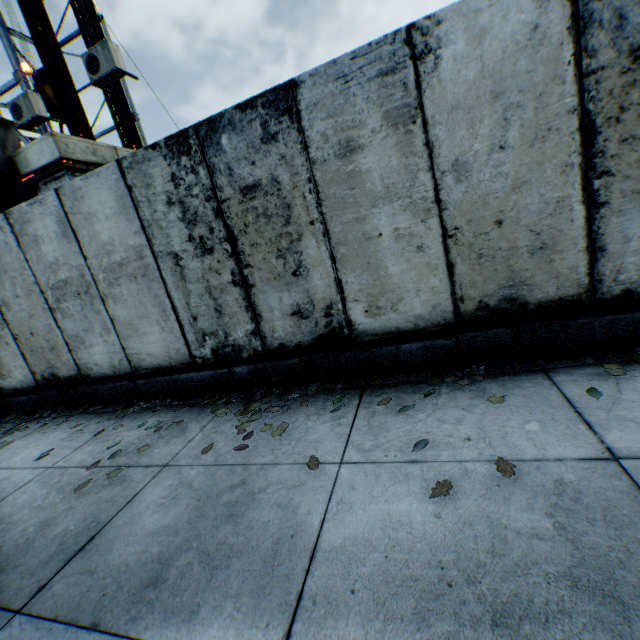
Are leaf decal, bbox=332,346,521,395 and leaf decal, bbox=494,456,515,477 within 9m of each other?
yes

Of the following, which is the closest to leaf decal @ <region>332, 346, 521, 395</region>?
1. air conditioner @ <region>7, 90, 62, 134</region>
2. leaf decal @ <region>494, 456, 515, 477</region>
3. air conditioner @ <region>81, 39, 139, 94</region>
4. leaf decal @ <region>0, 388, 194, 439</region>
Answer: leaf decal @ <region>0, 388, 194, 439</region>

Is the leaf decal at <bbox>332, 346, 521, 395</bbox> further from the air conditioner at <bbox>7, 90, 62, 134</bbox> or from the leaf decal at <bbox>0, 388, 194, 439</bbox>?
the air conditioner at <bbox>7, 90, 62, 134</bbox>

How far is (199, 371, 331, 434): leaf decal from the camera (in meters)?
3.87

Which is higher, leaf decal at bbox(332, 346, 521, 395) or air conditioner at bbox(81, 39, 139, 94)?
air conditioner at bbox(81, 39, 139, 94)

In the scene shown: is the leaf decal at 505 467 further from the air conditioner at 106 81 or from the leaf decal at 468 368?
the air conditioner at 106 81

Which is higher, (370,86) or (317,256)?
(370,86)

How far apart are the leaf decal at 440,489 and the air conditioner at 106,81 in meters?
9.8 m
